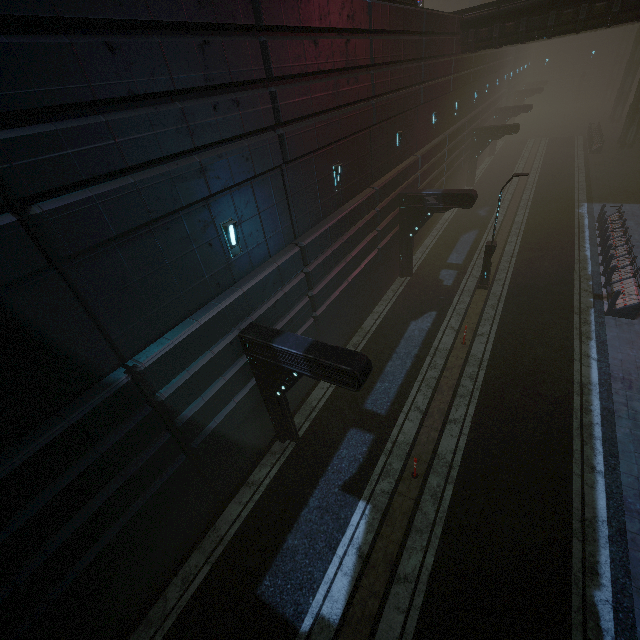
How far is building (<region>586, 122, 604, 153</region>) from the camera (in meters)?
32.62

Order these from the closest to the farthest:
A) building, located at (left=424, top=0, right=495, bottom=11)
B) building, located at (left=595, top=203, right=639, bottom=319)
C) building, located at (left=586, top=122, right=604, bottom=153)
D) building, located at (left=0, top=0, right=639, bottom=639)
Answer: building, located at (left=0, top=0, right=639, bottom=639) < building, located at (left=595, top=203, right=639, bottom=319) < building, located at (left=586, top=122, right=604, bottom=153) < building, located at (left=424, top=0, right=495, bottom=11)

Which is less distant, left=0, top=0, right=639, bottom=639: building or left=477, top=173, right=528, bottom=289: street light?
left=0, top=0, right=639, bottom=639: building

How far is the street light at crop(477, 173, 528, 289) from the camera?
13.7 meters

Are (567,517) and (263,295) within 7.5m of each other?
no

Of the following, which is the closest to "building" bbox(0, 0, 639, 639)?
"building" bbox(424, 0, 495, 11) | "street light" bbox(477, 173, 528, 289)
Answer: "street light" bbox(477, 173, 528, 289)

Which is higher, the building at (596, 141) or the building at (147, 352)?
the building at (147, 352)

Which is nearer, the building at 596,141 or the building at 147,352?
the building at 147,352
